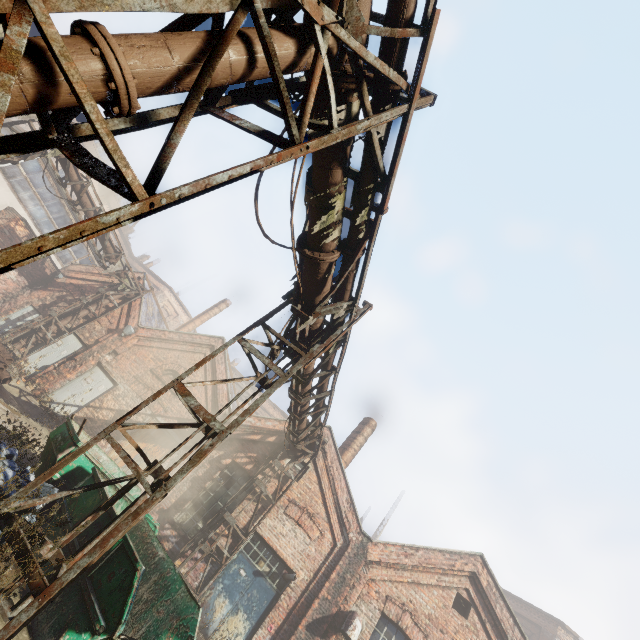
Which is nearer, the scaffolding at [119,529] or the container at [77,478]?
the scaffolding at [119,529]

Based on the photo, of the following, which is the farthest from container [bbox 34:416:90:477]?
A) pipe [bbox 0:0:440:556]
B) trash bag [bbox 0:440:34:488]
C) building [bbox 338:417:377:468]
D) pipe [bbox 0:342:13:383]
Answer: building [bbox 338:417:377:468]

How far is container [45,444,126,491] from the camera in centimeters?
646cm

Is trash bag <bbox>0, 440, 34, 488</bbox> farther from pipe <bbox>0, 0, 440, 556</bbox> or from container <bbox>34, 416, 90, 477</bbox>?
pipe <bbox>0, 0, 440, 556</bbox>

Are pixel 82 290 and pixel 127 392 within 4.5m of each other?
no

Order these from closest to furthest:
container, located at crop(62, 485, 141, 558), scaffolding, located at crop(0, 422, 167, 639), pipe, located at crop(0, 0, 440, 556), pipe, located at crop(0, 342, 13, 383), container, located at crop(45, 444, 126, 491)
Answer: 1. pipe, located at crop(0, 0, 440, 556)
2. scaffolding, located at crop(0, 422, 167, 639)
3. container, located at crop(62, 485, 141, 558)
4. container, located at crop(45, 444, 126, 491)
5. pipe, located at crop(0, 342, 13, 383)

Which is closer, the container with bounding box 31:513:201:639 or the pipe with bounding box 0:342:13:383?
the container with bounding box 31:513:201:639

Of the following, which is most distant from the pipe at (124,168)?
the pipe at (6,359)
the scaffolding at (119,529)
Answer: the pipe at (6,359)
